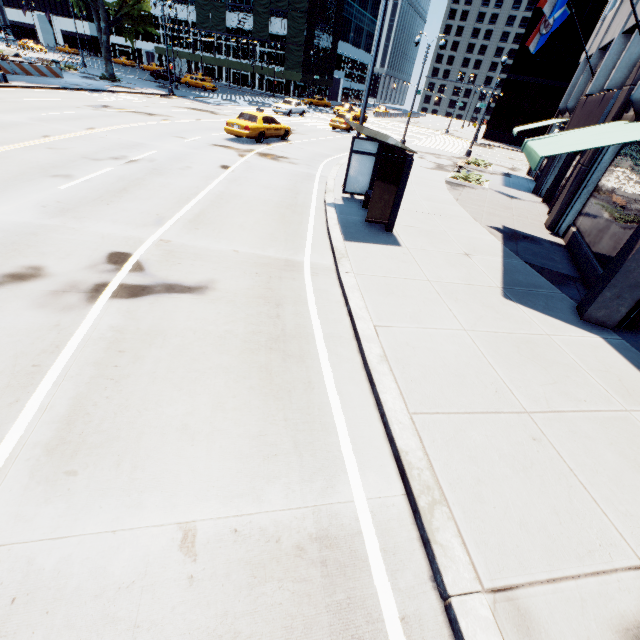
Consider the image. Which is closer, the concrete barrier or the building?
the building

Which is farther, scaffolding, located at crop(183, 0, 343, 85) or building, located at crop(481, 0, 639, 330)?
scaffolding, located at crop(183, 0, 343, 85)

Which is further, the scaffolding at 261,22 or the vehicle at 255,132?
the scaffolding at 261,22

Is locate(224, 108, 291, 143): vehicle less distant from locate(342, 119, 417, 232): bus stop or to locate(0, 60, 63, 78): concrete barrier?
locate(342, 119, 417, 232): bus stop

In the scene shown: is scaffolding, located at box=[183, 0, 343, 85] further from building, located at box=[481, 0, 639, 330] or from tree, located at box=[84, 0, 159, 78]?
building, located at box=[481, 0, 639, 330]

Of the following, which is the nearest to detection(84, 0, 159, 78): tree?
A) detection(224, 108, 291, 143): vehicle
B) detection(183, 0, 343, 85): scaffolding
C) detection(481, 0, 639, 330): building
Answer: detection(481, 0, 639, 330): building

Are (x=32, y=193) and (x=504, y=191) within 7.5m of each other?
no

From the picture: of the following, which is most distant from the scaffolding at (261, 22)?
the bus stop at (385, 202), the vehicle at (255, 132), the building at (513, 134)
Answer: the bus stop at (385, 202)
